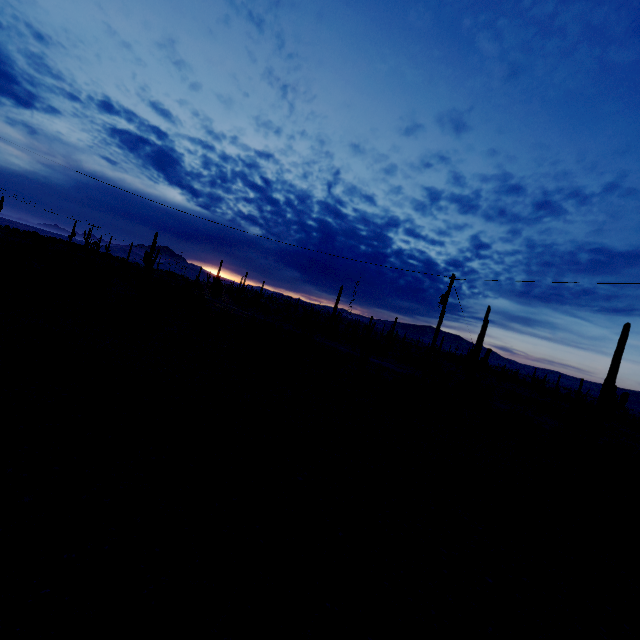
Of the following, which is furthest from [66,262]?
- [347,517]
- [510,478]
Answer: [510,478]
